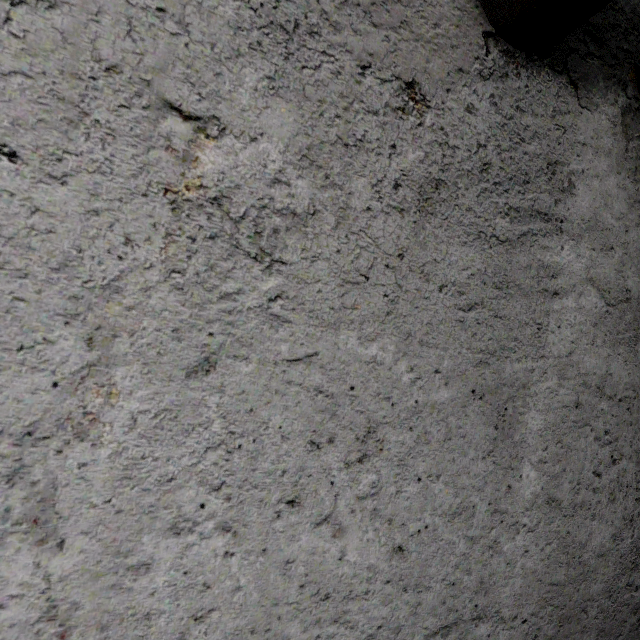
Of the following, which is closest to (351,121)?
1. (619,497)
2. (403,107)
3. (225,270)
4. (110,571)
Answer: (403,107)
